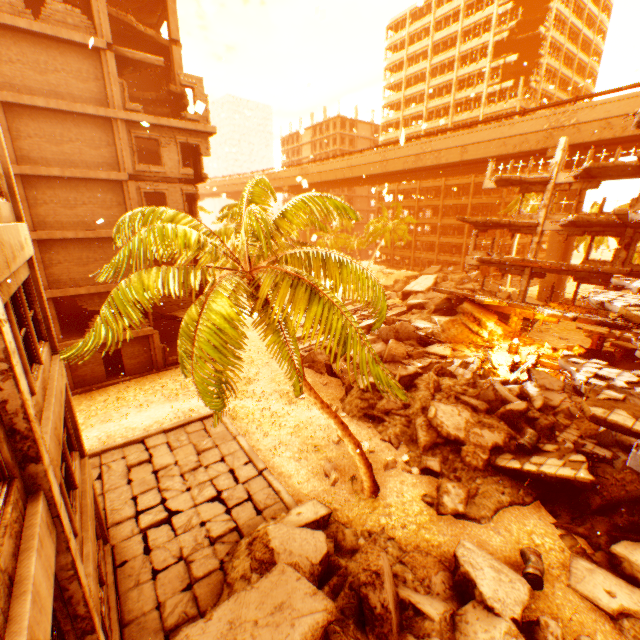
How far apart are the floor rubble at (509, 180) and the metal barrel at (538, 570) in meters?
23.4 m

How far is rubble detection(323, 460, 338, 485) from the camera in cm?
1222

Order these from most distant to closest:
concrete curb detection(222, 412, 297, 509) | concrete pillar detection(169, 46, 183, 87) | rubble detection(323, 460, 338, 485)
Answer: concrete pillar detection(169, 46, 183, 87) < rubble detection(323, 460, 338, 485) < concrete curb detection(222, 412, 297, 509)

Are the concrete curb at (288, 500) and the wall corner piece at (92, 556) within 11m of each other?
yes

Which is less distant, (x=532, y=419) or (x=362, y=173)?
(x=532, y=419)

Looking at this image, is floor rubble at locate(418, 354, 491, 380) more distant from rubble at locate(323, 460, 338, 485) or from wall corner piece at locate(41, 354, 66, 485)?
wall corner piece at locate(41, 354, 66, 485)

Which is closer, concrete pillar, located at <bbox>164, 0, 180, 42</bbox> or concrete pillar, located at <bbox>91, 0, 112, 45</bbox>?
concrete pillar, located at <bbox>91, 0, 112, 45</bbox>

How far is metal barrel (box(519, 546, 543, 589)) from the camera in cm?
857
